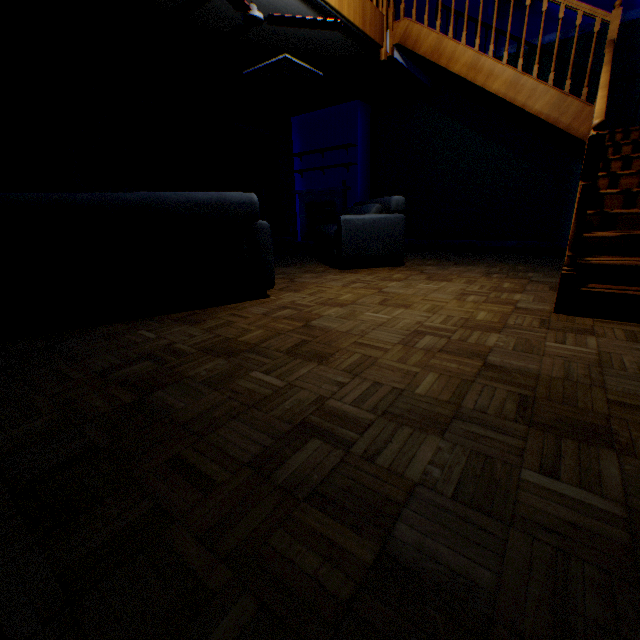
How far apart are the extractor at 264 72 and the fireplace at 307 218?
2.2m

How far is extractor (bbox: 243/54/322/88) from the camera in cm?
530

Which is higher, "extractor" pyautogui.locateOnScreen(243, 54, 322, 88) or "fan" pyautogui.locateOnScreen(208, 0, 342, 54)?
"extractor" pyautogui.locateOnScreen(243, 54, 322, 88)

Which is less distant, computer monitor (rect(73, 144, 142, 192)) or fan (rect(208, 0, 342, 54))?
fan (rect(208, 0, 342, 54))

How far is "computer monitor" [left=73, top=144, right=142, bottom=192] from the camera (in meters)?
5.71

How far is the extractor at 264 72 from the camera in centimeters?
530cm

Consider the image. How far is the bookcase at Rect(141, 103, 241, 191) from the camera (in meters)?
6.72

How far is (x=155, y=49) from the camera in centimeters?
479cm
